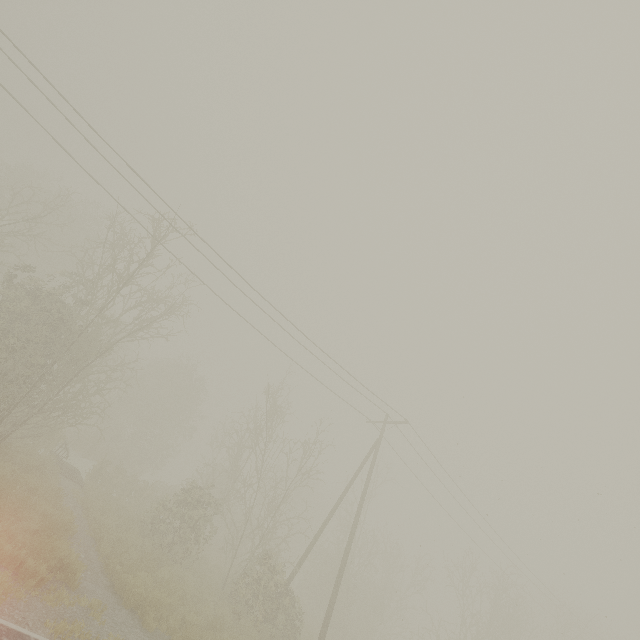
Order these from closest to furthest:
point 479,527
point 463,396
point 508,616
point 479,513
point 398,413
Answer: point 463,396
point 398,413
point 479,513
point 479,527
point 508,616
